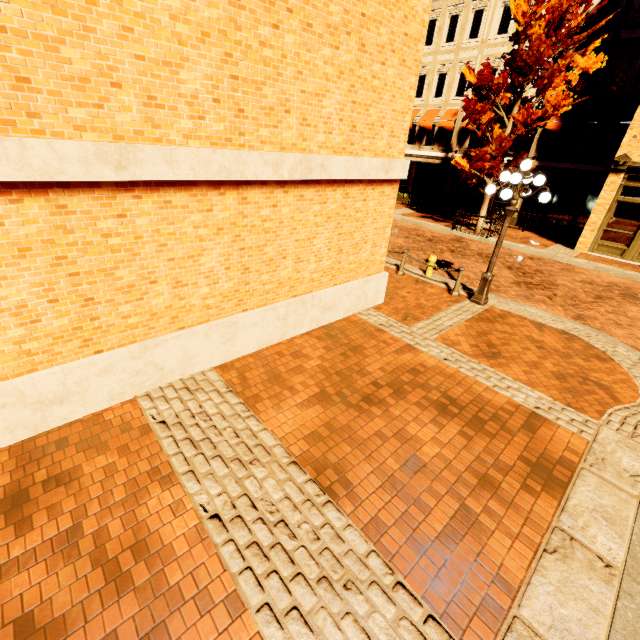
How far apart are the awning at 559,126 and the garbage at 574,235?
5.2m

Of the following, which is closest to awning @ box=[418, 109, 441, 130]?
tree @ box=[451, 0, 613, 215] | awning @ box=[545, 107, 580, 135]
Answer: tree @ box=[451, 0, 613, 215]

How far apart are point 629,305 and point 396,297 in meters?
7.9

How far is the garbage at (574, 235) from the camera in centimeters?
1645cm

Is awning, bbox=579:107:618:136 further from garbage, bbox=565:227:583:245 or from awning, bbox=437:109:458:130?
awning, bbox=437:109:458:130

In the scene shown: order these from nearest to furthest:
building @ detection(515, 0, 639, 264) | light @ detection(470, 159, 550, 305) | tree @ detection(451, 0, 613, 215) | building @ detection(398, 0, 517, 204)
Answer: light @ detection(470, 159, 550, 305), tree @ detection(451, 0, 613, 215), building @ detection(515, 0, 639, 264), building @ detection(398, 0, 517, 204)

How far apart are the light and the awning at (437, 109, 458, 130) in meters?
16.6 m

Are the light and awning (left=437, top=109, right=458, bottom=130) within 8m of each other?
no
